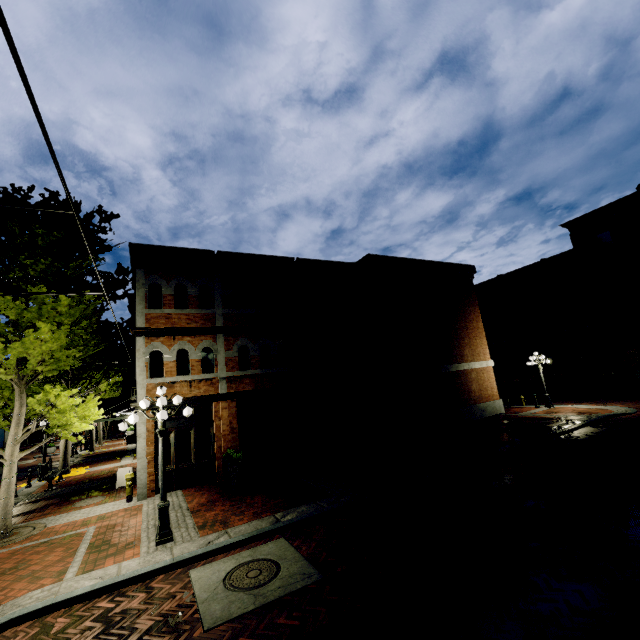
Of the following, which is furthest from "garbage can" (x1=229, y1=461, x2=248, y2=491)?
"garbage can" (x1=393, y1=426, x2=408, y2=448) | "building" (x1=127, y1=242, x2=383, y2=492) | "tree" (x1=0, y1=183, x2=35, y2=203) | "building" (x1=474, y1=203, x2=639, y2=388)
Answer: "building" (x1=474, y1=203, x2=639, y2=388)

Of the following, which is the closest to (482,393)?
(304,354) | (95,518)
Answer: (304,354)

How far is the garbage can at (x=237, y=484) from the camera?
10.93m

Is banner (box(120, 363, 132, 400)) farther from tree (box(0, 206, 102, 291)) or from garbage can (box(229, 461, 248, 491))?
garbage can (box(229, 461, 248, 491))

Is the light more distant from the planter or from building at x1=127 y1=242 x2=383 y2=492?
→ the planter

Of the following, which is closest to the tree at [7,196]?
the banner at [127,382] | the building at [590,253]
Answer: the building at [590,253]

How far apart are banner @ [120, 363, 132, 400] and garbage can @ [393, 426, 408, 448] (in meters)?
20.64

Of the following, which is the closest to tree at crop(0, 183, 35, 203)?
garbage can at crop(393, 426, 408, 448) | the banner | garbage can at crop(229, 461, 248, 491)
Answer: the banner
